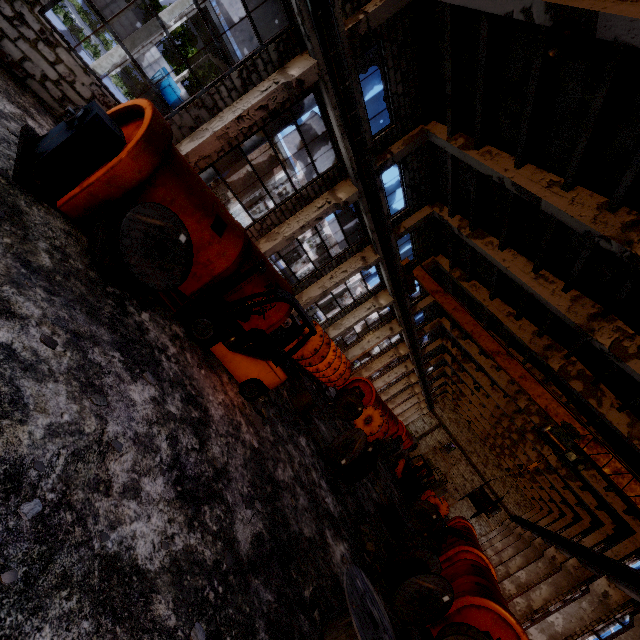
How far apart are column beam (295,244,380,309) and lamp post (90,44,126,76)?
12.8 meters

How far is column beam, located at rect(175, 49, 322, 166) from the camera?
9.0m

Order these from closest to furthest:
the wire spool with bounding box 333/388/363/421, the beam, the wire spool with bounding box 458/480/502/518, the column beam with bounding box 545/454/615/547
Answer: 1. the beam
2. the wire spool with bounding box 458/480/502/518
3. the wire spool with bounding box 333/388/363/421
4. the column beam with bounding box 545/454/615/547

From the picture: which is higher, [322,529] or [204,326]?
[204,326]

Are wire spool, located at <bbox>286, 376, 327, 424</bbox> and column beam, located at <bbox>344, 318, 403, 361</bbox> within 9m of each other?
no

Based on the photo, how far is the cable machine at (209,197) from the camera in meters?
5.4

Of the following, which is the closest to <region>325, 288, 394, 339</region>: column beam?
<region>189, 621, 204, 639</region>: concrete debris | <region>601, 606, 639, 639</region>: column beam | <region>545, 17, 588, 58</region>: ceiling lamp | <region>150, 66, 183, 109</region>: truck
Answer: <region>545, 17, 588, 58</region>: ceiling lamp

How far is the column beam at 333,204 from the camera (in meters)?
12.84
